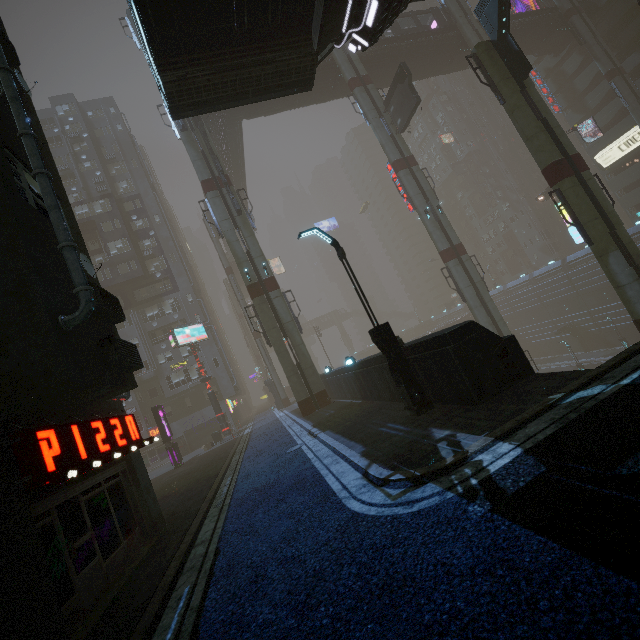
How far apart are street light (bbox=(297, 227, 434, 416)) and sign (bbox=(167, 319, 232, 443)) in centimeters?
2422cm

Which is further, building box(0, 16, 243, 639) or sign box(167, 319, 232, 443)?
sign box(167, 319, 232, 443)

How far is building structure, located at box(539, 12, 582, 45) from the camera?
38.65m

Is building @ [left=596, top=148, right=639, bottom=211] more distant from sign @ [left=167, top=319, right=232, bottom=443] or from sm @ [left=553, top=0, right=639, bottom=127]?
sign @ [left=167, top=319, right=232, bottom=443]

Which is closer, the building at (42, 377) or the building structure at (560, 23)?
the building at (42, 377)

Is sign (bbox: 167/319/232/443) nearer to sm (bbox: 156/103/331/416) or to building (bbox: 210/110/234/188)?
sm (bbox: 156/103/331/416)

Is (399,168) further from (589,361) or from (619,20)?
(619,20)

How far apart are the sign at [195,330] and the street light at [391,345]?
24.2 meters
